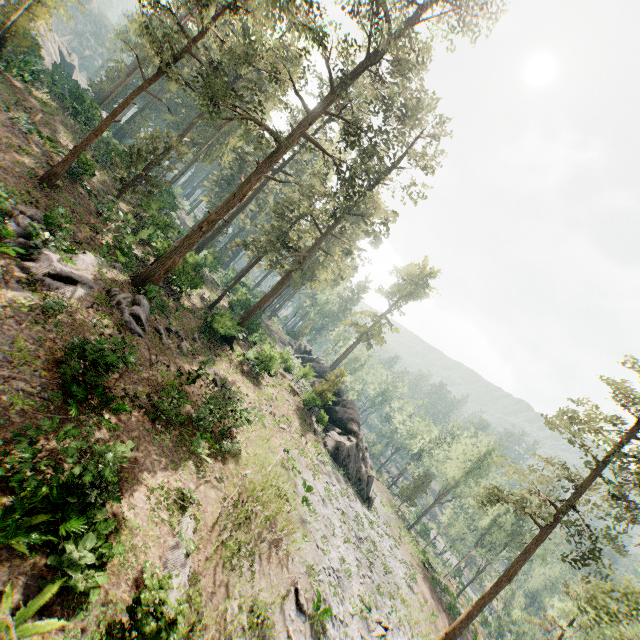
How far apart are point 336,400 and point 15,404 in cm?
3003

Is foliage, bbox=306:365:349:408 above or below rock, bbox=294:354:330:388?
above

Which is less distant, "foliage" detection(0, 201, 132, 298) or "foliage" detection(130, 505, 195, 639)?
"foliage" detection(130, 505, 195, 639)

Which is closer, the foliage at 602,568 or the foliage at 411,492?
the foliage at 602,568

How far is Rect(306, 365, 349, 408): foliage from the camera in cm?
3550

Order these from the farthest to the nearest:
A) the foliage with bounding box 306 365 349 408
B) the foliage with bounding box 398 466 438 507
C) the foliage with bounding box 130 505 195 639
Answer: the foliage with bounding box 398 466 438 507
the foliage with bounding box 306 365 349 408
the foliage with bounding box 130 505 195 639

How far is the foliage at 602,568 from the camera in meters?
21.0 m

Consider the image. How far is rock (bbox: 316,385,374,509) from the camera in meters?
33.2
